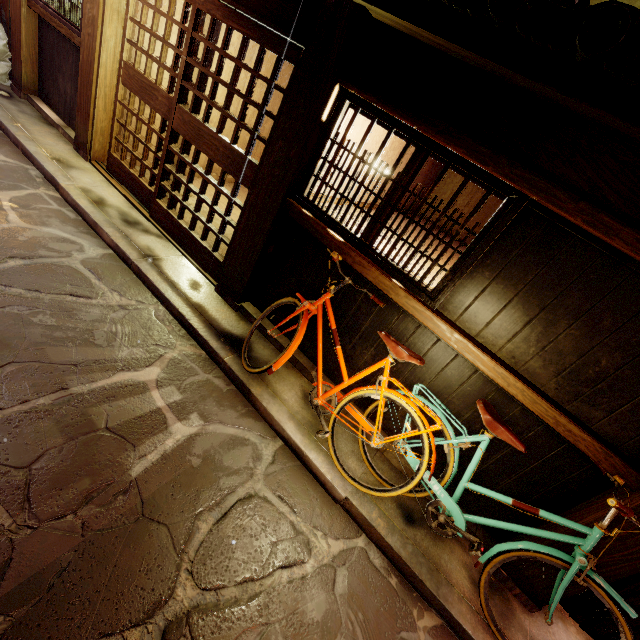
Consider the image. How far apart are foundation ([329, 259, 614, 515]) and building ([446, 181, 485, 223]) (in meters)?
8.53

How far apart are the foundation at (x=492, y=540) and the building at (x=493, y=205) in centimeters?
853cm

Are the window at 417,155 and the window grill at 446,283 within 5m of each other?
yes

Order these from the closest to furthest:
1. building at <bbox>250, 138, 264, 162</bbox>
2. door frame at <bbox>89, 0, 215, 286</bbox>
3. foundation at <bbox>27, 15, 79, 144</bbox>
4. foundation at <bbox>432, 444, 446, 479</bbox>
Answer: foundation at <bbox>432, 444, 446, 479</bbox>, door frame at <bbox>89, 0, 215, 286</bbox>, foundation at <bbox>27, 15, 79, 144</bbox>, building at <bbox>250, 138, 264, 162</bbox>

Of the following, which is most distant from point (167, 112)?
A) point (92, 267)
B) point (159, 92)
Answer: point (92, 267)

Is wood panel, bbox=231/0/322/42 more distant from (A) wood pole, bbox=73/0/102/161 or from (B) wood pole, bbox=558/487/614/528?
(B) wood pole, bbox=558/487/614/528

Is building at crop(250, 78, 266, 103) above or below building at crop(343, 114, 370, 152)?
below

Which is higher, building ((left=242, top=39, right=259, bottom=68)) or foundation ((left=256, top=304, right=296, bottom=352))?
building ((left=242, top=39, right=259, bottom=68))
